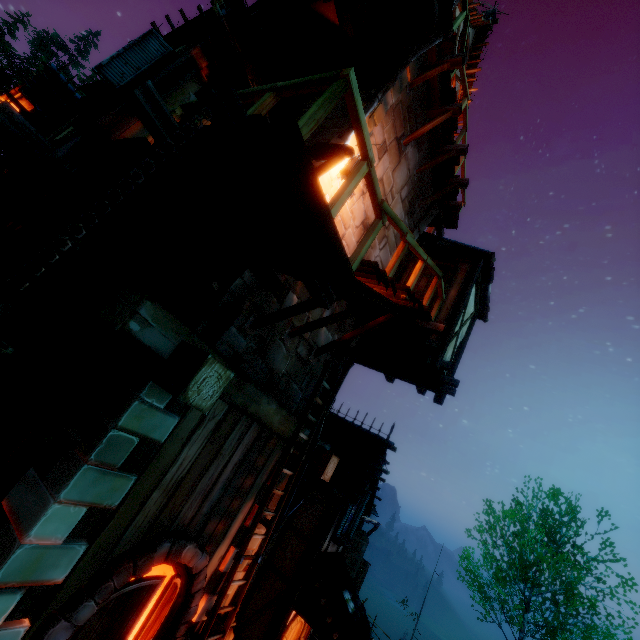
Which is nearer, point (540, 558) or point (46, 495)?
point (46, 495)

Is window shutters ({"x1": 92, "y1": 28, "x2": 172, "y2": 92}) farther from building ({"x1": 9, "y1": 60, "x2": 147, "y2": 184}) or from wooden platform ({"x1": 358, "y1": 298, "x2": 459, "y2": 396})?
wooden platform ({"x1": 358, "y1": 298, "x2": 459, "y2": 396})

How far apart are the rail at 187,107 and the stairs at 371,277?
0.0m

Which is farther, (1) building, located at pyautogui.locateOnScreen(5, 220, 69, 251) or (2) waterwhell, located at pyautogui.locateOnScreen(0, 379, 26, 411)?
(1) building, located at pyautogui.locateOnScreen(5, 220, 69, 251)

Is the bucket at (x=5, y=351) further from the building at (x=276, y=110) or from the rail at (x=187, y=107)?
the building at (x=276, y=110)

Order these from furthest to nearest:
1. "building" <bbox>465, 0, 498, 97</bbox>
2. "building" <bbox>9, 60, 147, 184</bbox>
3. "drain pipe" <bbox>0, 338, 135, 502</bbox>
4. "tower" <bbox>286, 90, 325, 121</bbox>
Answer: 1. "building" <bbox>465, 0, 498, 97</bbox>
2. "tower" <bbox>286, 90, 325, 121</bbox>
3. "building" <bbox>9, 60, 147, 184</bbox>
4. "drain pipe" <bbox>0, 338, 135, 502</bbox>

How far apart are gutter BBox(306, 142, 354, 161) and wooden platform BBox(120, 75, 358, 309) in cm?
202

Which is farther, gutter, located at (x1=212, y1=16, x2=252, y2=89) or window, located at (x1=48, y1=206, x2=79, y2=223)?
window, located at (x1=48, y1=206, x2=79, y2=223)
